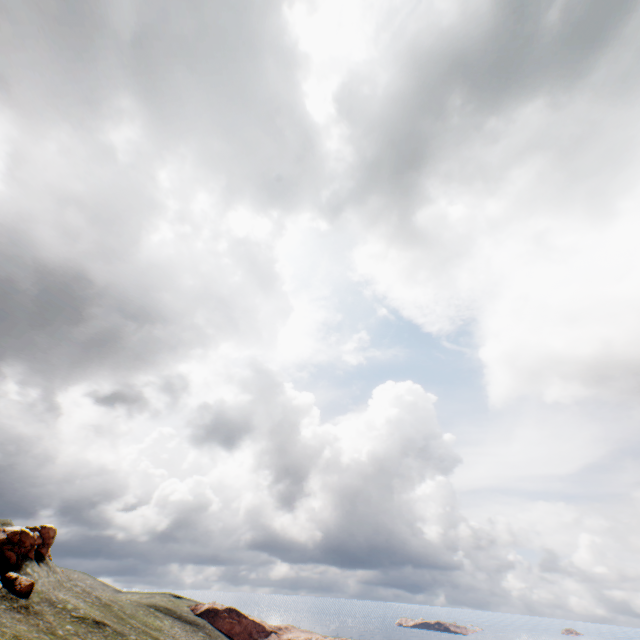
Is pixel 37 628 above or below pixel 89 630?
above
